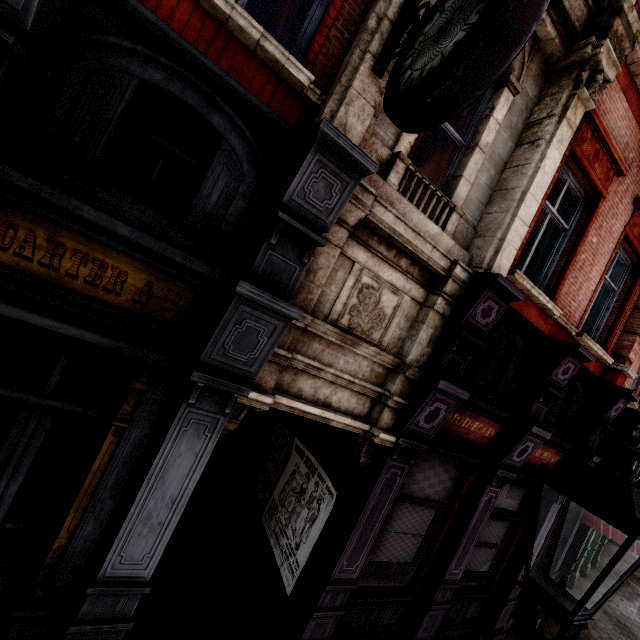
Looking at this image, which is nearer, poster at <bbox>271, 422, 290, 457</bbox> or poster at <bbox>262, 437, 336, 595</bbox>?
poster at <bbox>262, 437, 336, 595</bbox>

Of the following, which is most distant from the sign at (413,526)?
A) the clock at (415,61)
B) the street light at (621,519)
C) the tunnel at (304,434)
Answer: the clock at (415,61)

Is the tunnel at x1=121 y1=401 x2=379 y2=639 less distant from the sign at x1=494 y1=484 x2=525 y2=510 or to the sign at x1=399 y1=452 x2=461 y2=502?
the sign at x1=399 y1=452 x2=461 y2=502

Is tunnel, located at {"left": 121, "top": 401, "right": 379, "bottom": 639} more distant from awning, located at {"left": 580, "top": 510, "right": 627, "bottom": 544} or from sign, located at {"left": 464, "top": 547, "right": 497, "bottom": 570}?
awning, located at {"left": 580, "top": 510, "right": 627, "bottom": 544}

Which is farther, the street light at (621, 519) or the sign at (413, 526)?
the sign at (413, 526)

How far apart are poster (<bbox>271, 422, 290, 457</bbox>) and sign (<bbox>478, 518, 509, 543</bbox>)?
3.4m

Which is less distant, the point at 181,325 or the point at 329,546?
the point at 181,325

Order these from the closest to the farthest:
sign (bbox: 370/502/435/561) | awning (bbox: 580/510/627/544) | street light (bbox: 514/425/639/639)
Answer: street light (bbox: 514/425/639/639) → sign (bbox: 370/502/435/561) → awning (bbox: 580/510/627/544)
